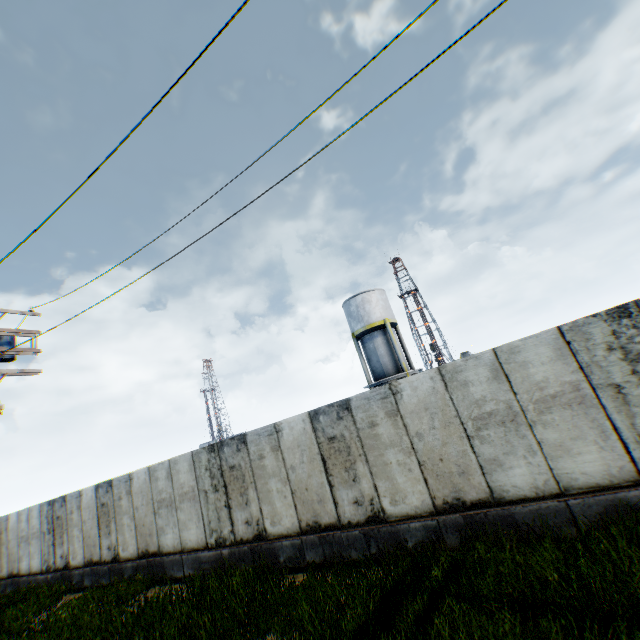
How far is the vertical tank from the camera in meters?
26.0

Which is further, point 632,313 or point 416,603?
point 632,313

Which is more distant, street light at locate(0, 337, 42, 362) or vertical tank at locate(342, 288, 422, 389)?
vertical tank at locate(342, 288, 422, 389)

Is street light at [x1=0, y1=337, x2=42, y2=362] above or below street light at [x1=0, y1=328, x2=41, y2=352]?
below

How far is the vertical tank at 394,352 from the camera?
26.0 meters

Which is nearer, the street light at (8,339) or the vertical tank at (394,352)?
the street light at (8,339)
